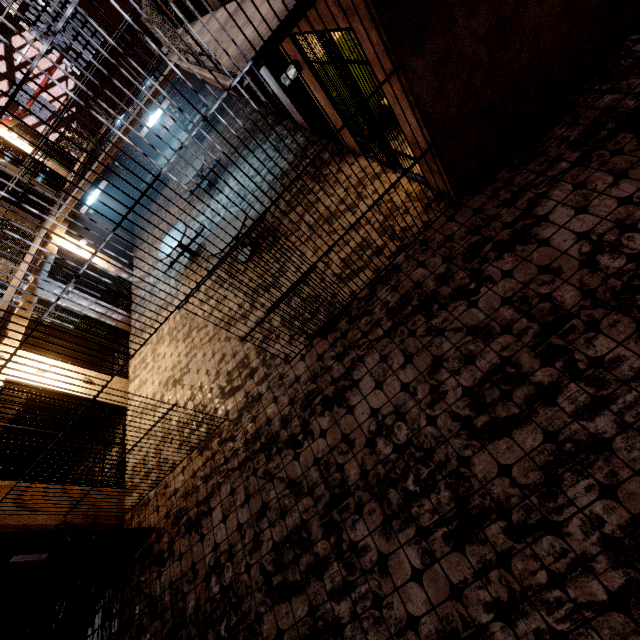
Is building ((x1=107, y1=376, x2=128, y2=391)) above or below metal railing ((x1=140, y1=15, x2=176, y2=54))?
below

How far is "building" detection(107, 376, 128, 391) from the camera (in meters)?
8.05

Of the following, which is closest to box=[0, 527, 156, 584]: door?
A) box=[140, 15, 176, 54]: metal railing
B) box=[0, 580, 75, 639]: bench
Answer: box=[0, 580, 75, 639]: bench

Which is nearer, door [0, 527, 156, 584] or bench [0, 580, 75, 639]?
door [0, 527, 156, 584]

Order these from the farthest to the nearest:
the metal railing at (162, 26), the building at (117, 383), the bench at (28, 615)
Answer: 1. the building at (117, 383)
2. the bench at (28, 615)
3. the metal railing at (162, 26)

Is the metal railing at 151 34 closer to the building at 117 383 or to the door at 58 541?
the building at 117 383

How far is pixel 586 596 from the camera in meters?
2.3

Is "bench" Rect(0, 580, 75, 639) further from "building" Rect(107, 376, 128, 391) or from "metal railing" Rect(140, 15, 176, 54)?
"metal railing" Rect(140, 15, 176, 54)
